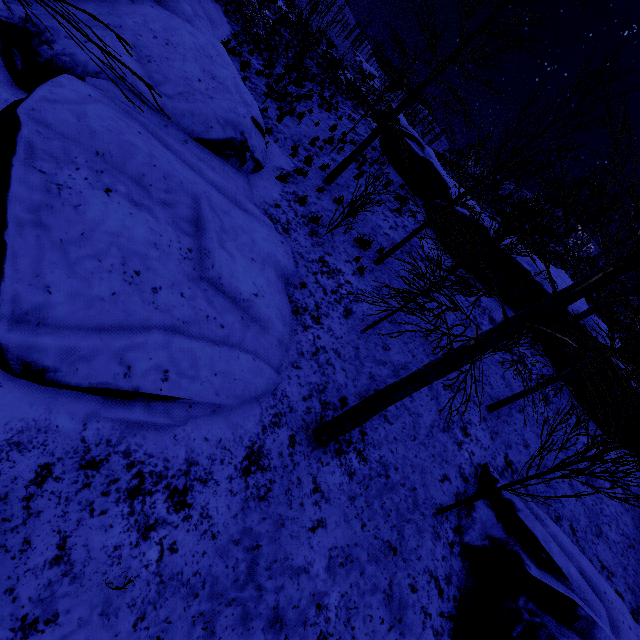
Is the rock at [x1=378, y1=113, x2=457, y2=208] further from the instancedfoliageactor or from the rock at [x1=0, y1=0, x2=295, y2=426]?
the rock at [x1=0, y1=0, x2=295, y2=426]

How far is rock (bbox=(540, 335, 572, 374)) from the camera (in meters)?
11.02

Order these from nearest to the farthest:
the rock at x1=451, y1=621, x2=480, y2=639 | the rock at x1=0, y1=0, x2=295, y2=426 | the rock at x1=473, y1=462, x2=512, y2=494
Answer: the rock at x1=0, y1=0, x2=295, y2=426
the rock at x1=451, y1=621, x2=480, y2=639
the rock at x1=473, y1=462, x2=512, y2=494

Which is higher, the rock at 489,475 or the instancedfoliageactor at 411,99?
the instancedfoliageactor at 411,99

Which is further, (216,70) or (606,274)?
(216,70)

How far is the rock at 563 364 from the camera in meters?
11.0
